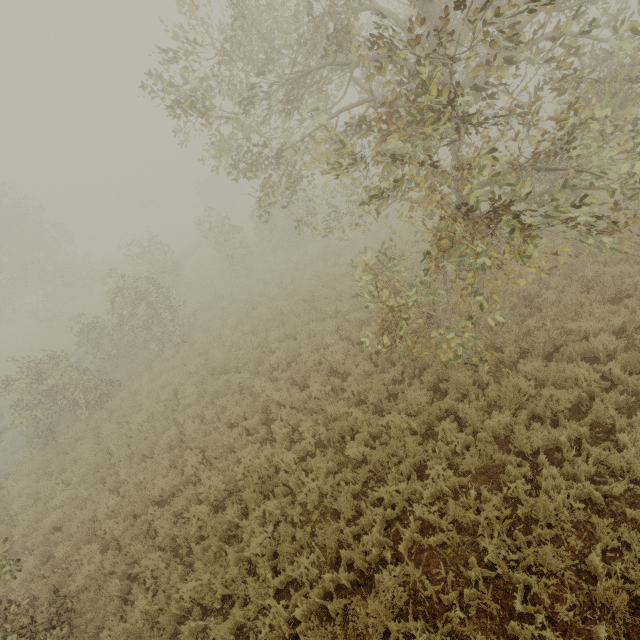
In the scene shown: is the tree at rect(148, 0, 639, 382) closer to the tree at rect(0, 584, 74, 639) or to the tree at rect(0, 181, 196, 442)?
the tree at rect(0, 584, 74, 639)

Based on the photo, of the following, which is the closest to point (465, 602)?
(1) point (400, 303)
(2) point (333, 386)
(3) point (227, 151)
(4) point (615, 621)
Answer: (4) point (615, 621)

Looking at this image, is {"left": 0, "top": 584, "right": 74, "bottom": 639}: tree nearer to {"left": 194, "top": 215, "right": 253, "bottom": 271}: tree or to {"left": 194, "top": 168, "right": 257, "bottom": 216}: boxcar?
{"left": 194, "top": 215, "right": 253, "bottom": 271}: tree

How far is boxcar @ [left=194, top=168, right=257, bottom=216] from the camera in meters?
38.8

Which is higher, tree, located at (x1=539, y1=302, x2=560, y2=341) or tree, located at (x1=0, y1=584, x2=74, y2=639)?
tree, located at (x1=0, y1=584, x2=74, y2=639)

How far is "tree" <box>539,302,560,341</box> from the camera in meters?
7.2

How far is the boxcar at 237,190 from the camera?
38.8m

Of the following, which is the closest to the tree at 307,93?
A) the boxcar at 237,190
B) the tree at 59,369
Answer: the tree at 59,369
